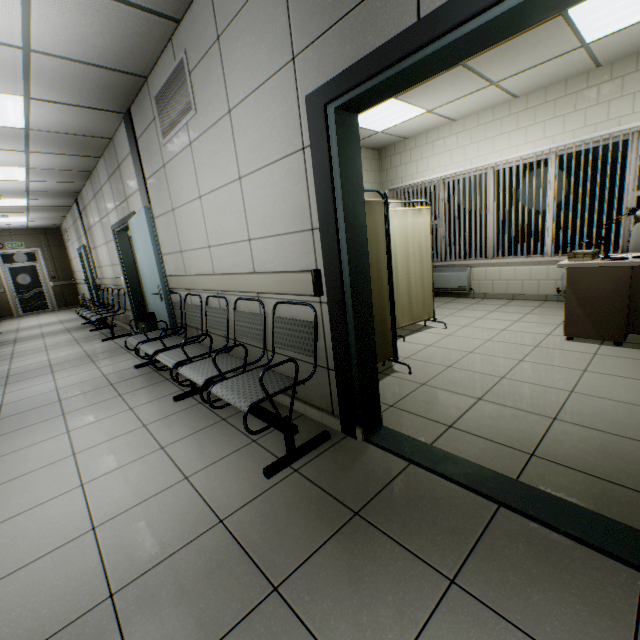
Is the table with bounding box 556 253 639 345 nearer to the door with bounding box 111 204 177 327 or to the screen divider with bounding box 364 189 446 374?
the screen divider with bounding box 364 189 446 374

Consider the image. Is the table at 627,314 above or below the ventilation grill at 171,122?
below

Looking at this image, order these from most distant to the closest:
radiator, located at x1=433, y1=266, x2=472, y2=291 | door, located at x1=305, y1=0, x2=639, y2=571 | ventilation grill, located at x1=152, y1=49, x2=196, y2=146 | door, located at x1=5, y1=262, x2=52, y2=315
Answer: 1. door, located at x1=5, y1=262, x2=52, y2=315
2. radiator, located at x1=433, y1=266, x2=472, y2=291
3. ventilation grill, located at x1=152, y1=49, x2=196, y2=146
4. door, located at x1=305, y1=0, x2=639, y2=571

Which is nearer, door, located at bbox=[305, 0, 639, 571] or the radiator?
door, located at bbox=[305, 0, 639, 571]

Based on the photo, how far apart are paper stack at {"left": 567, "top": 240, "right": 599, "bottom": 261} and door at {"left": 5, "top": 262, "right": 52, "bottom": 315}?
16.7m

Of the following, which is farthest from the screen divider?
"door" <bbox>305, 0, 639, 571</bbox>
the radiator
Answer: the radiator

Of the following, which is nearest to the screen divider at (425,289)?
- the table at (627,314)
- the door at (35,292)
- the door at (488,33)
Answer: the door at (488,33)

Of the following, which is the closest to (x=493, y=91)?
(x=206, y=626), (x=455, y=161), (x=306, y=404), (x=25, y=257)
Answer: (x=455, y=161)
